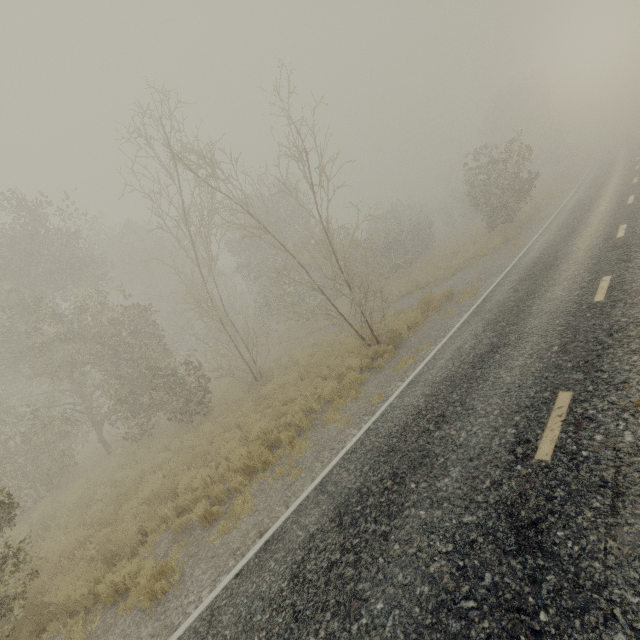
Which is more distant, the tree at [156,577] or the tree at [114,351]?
the tree at [114,351]

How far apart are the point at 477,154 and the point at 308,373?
20.10m

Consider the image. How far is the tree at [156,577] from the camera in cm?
554

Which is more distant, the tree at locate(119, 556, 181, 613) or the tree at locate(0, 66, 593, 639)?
the tree at locate(0, 66, 593, 639)

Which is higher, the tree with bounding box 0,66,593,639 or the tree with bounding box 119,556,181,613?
the tree with bounding box 0,66,593,639

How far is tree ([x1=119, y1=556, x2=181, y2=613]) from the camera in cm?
554
